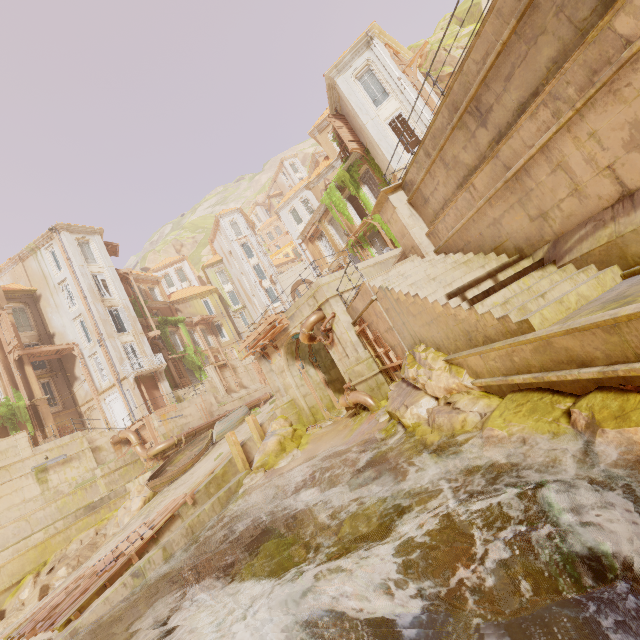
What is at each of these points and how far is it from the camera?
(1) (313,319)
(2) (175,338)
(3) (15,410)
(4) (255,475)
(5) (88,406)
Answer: (1) pipe, 15.1 meters
(2) window, 37.9 meters
(3) plant, 23.4 meters
(4) rubble, 14.7 meters
(5) column, 28.0 meters

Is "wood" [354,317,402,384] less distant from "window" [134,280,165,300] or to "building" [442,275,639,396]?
"building" [442,275,639,396]

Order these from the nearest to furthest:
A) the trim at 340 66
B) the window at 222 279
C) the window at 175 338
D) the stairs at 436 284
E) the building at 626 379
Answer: the building at 626 379, the stairs at 436 284, the trim at 340 66, the window at 175 338, the window at 222 279

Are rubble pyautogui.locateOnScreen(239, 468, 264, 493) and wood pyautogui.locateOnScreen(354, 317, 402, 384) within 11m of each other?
Answer: yes

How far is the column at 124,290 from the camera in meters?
30.5

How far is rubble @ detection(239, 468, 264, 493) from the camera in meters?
14.1

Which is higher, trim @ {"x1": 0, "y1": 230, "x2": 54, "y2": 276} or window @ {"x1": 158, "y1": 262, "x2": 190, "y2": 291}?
window @ {"x1": 158, "y1": 262, "x2": 190, "y2": 291}

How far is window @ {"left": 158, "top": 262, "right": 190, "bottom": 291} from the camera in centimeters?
5409cm
